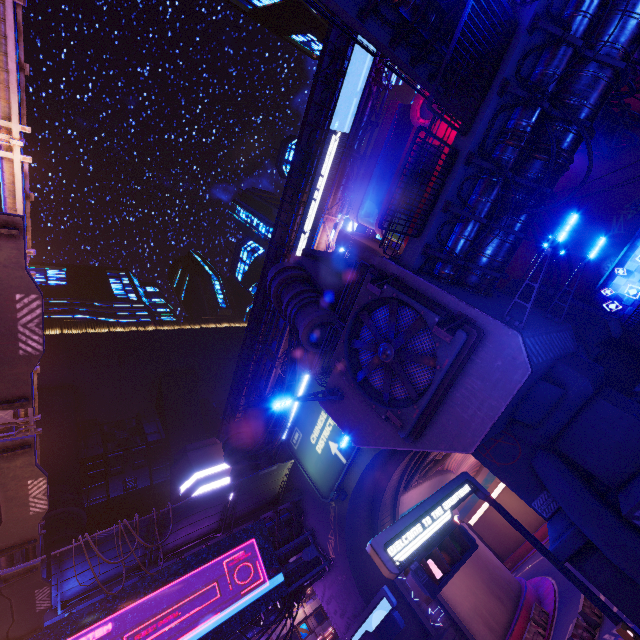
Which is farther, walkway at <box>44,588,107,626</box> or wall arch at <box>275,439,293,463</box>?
wall arch at <box>275,439,293,463</box>

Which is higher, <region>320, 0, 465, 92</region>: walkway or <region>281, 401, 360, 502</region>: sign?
<region>320, 0, 465, 92</region>: walkway

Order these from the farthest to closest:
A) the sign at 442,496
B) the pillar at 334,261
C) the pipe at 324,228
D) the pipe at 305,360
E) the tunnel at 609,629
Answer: the pipe at 324,228 → the pillar at 334,261 → the pipe at 305,360 → the tunnel at 609,629 → the sign at 442,496

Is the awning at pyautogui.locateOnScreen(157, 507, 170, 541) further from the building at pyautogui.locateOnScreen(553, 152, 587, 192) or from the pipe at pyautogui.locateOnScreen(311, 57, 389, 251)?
the pipe at pyautogui.locateOnScreen(311, 57, 389, 251)

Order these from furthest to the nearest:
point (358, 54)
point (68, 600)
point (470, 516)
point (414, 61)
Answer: point (470, 516) → point (358, 54) → point (68, 600) → point (414, 61)

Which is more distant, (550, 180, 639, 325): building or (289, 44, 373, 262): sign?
(289, 44, 373, 262): sign

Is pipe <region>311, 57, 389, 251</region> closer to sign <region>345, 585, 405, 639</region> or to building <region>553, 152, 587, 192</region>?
building <region>553, 152, 587, 192</region>

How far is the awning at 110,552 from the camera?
14.52m
